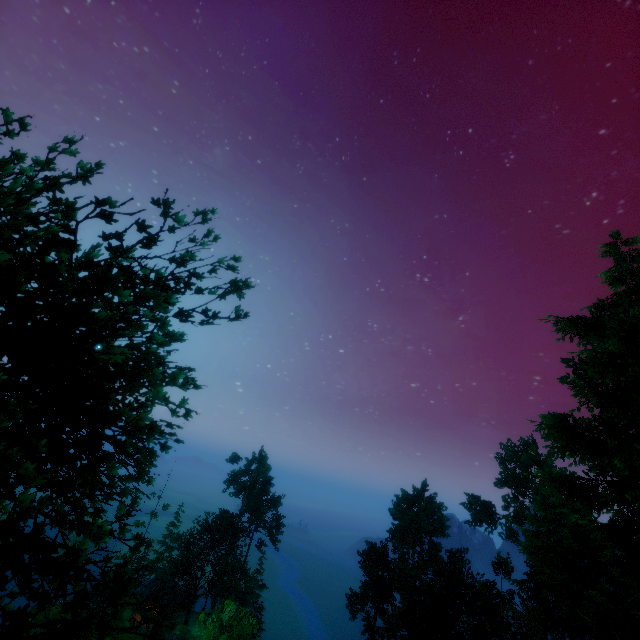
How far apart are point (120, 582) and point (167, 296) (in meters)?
6.00

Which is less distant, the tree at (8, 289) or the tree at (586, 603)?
the tree at (8, 289)

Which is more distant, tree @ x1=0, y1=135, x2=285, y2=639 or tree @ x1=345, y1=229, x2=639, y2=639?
tree @ x1=345, y1=229, x2=639, y2=639
